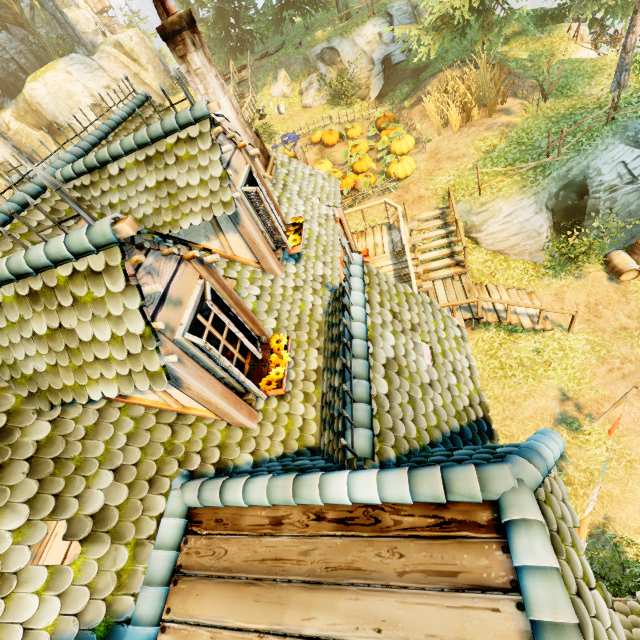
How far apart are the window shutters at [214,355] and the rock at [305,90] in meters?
23.8

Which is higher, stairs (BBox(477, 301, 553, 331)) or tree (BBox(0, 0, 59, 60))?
tree (BBox(0, 0, 59, 60))

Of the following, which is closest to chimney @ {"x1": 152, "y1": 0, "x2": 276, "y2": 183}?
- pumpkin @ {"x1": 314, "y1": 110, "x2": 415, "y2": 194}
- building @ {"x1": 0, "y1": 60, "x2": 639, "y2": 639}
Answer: building @ {"x1": 0, "y1": 60, "x2": 639, "y2": 639}

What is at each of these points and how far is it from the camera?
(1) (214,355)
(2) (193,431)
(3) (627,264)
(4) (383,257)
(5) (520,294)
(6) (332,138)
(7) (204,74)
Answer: (1) window shutters, 3.05m
(2) building, 3.76m
(3) barrel, 11.15m
(4) wooden platform, 10.70m
(5) stairs, 11.84m
(6) pumpkin, 19.75m
(7) chimney, 6.09m

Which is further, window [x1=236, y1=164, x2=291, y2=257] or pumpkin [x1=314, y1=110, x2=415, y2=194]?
pumpkin [x1=314, y1=110, x2=415, y2=194]

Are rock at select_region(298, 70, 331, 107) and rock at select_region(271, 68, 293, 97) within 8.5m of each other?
yes

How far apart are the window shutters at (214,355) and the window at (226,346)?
0.02m

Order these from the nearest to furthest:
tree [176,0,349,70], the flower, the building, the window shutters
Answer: the building < the window shutters < the flower < tree [176,0,349,70]
